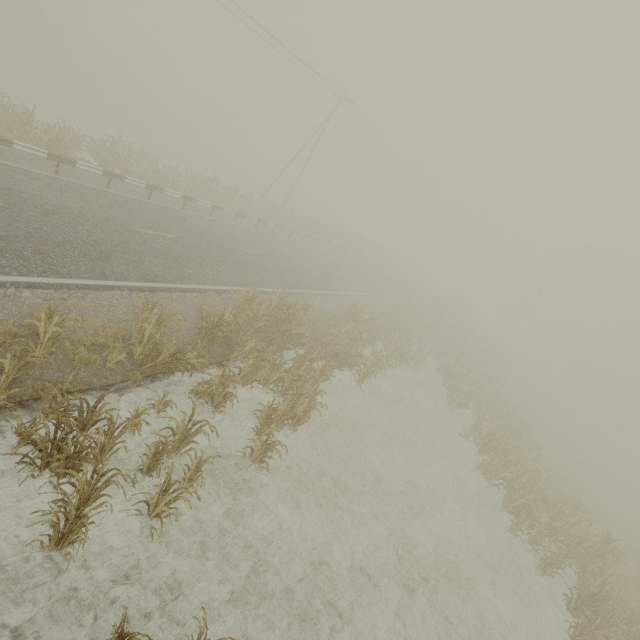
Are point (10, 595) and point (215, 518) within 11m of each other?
yes

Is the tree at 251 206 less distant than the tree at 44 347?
No

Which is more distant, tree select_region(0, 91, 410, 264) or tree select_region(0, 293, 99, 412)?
tree select_region(0, 91, 410, 264)
